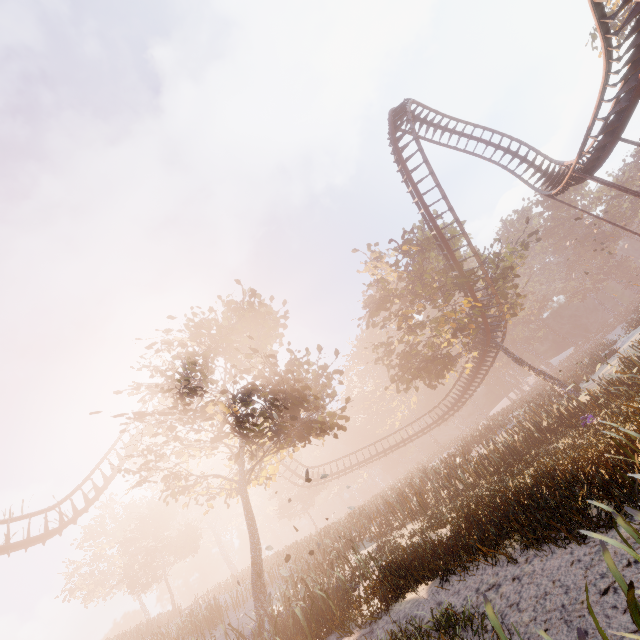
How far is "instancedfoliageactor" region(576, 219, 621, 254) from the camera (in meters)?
56.53

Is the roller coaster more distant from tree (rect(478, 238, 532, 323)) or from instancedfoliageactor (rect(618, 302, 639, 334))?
instancedfoliageactor (rect(618, 302, 639, 334))

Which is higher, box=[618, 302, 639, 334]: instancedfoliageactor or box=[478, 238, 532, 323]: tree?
box=[478, 238, 532, 323]: tree

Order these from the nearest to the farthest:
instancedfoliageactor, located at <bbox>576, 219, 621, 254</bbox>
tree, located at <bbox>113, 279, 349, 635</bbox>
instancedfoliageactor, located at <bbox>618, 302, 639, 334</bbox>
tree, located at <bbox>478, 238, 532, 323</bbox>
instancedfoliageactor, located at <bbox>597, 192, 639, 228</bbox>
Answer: tree, located at <bbox>113, 279, 349, 635</bbox> < tree, located at <bbox>478, 238, 532, 323</bbox> < instancedfoliageactor, located at <bbox>618, 302, 639, 334</bbox> < instancedfoliageactor, located at <bbox>597, 192, 639, 228</bbox> < instancedfoliageactor, located at <bbox>576, 219, 621, 254</bbox>

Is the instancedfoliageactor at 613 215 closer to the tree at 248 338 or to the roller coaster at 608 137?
the tree at 248 338

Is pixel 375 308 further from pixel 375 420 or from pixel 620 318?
pixel 620 318
